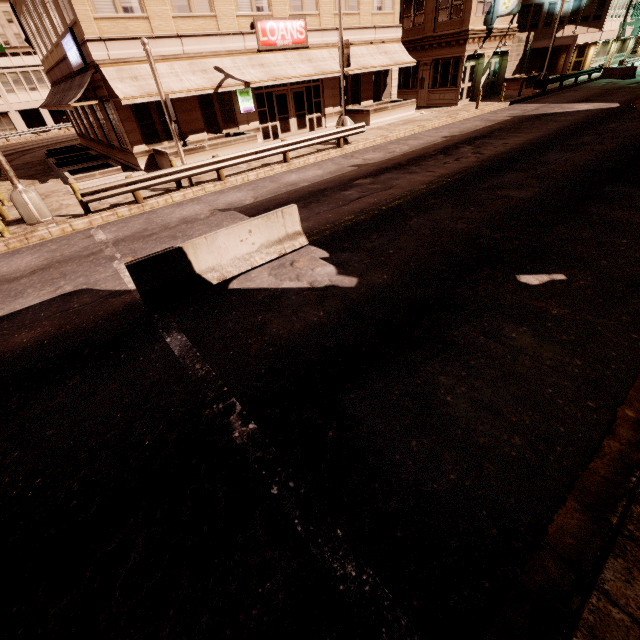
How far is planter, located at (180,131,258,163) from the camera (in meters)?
16.14

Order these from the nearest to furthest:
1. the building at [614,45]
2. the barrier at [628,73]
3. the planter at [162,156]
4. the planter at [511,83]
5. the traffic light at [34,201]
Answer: the traffic light at [34,201], the planter at [162,156], the barrier at [628,73], the planter at [511,83], the building at [614,45]

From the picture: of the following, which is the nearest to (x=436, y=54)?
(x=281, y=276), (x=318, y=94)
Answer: (x=318, y=94)

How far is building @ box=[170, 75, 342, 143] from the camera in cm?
1781

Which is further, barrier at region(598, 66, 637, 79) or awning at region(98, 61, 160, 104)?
barrier at region(598, 66, 637, 79)

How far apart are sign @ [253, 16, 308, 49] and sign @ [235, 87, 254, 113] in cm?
179

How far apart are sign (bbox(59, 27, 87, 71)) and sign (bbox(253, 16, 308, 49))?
8.7 meters

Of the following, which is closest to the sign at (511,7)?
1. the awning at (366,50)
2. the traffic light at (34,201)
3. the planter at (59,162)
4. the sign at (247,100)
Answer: the awning at (366,50)
